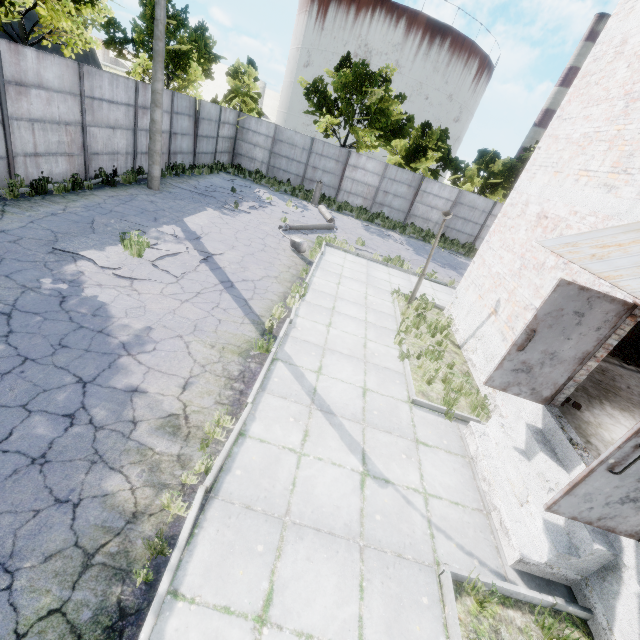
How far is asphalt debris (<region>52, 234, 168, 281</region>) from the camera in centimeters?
758cm

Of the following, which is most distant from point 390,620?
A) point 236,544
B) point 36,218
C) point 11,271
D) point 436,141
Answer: point 436,141

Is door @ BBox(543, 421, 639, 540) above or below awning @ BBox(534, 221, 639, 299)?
below

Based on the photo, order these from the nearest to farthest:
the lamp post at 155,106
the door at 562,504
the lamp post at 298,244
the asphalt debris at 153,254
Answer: the door at 562,504, the asphalt debris at 153,254, the lamp post at 155,106, the lamp post at 298,244

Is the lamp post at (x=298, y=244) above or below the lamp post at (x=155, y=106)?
below

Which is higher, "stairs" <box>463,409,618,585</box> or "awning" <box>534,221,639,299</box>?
"awning" <box>534,221,639,299</box>

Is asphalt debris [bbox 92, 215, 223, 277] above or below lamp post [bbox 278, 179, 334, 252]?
below

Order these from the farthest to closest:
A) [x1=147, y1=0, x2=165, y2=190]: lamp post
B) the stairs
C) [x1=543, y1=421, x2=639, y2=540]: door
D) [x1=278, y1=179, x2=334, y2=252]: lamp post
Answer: [x1=278, y1=179, x2=334, y2=252]: lamp post < [x1=147, y1=0, x2=165, y2=190]: lamp post < the stairs < [x1=543, y1=421, x2=639, y2=540]: door
